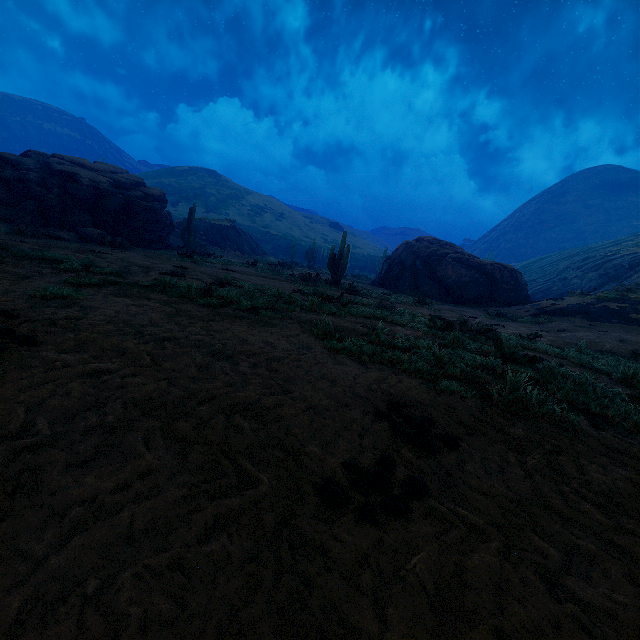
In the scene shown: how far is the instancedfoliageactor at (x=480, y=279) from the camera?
21.0 meters

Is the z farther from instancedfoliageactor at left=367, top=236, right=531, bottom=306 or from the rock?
the rock

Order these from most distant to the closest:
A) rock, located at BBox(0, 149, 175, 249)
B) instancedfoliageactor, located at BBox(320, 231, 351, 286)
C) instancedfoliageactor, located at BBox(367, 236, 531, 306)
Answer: instancedfoliageactor, located at BBox(367, 236, 531, 306), instancedfoliageactor, located at BBox(320, 231, 351, 286), rock, located at BBox(0, 149, 175, 249)

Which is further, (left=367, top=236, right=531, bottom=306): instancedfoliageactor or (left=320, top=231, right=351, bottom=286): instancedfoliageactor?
(left=367, top=236, right=531, bottom=306): instancedfoliageactor

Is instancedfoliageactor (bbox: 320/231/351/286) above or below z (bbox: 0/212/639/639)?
above

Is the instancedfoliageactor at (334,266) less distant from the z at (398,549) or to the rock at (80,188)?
the rock at (80,188)

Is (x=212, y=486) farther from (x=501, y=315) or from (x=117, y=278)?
(x=501, y=315)
